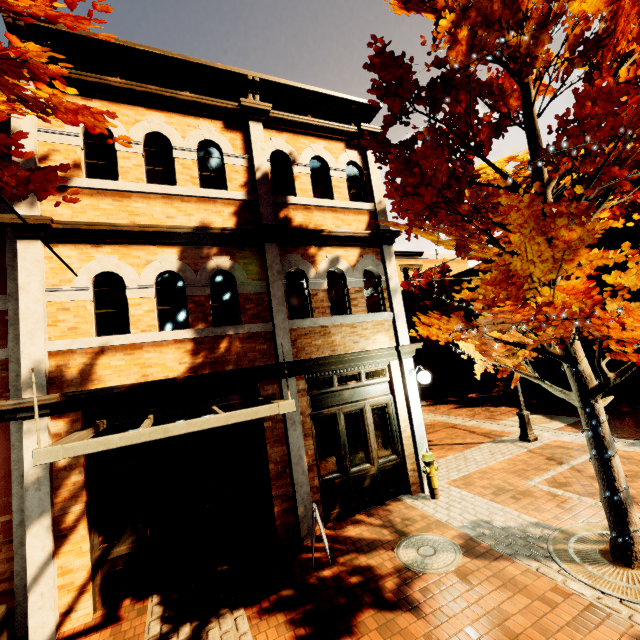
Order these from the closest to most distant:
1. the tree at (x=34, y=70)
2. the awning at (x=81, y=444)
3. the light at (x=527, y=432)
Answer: the tree at (x=34, y=70) < the awning at (x=81, y=444) < the light at (x=527, y=432)

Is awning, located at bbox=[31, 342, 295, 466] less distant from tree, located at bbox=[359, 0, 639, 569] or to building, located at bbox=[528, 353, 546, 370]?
building, located at bbox=[528, 353, 546, 370]

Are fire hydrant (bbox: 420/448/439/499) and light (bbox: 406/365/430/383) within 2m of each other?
yes

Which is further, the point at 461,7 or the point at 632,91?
the point at 461,7

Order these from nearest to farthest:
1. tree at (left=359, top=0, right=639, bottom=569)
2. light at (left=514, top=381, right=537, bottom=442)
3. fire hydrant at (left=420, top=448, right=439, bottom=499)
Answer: tree at (left=359, top=0, right=639, bottom=569)
fire hydrant at (left=420, top=448, right=439, bottom=499)
light at (left=514, top=381, right=537, bottom=442)

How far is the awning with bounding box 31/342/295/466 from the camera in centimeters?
302cm

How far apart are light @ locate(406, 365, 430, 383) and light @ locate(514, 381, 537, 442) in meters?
3.8

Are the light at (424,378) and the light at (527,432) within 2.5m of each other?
no
